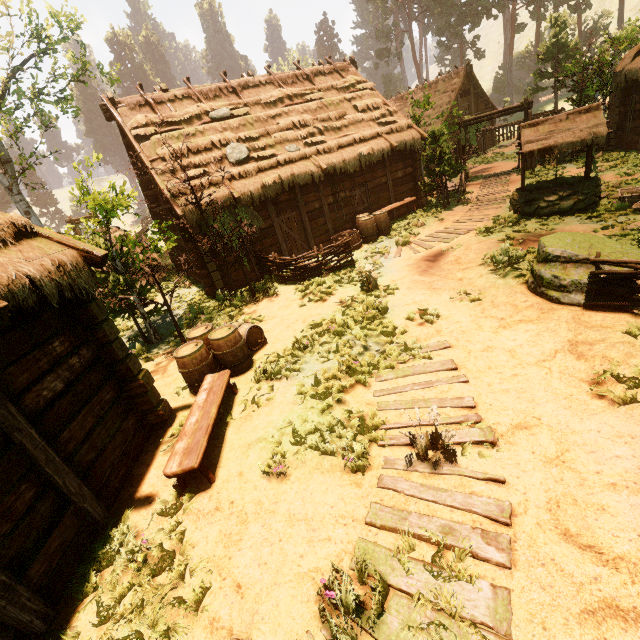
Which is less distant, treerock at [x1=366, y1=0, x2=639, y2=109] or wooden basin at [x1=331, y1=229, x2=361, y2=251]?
wooden basin at [x1=331, y1=229, x2=361, y2=251]

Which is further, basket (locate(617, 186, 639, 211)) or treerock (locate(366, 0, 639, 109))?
treerock (locate(366, 0, 639, 109))

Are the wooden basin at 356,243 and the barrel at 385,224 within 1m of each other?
yes

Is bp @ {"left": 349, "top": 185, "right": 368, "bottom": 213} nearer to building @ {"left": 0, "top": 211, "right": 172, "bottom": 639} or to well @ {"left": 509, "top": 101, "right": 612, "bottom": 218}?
building @ {"left": 0, "top": 211, "right": 172, "bottom": 639}

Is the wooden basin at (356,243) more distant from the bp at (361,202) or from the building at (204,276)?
the bp at (361,202)

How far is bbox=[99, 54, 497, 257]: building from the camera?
12.3m

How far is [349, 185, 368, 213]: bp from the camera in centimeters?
1506cm

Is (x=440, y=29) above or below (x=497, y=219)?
above
